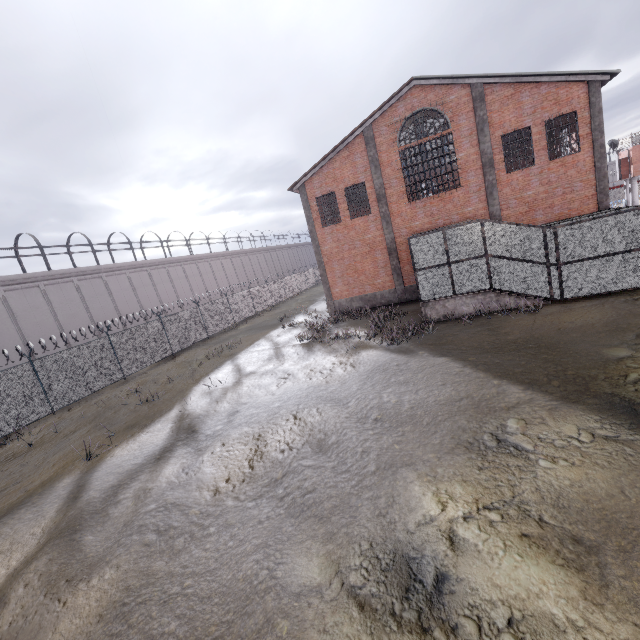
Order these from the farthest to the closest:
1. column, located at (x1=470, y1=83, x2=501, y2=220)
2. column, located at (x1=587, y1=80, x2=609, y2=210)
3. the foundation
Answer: the foundation < column, located at (x1=470, y1=83, x2=501, y2=220) < column, located at (x1=587, y1=80, x2=609, y2=210)

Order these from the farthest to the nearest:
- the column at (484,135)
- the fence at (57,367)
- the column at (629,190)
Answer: the column at (629,190), the column at (484,135), the fence at (57,367)

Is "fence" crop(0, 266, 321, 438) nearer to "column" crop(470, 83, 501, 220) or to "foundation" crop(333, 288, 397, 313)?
"foundation" crop(333, 288, 397, 313)

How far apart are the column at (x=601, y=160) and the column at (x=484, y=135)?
4.27m

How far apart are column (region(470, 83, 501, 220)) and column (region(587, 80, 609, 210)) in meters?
4.3

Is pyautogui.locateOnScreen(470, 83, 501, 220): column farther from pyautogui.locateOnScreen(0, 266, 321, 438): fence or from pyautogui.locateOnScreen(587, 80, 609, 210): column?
pyautogui.locateOnScreen(0, 266, 321, 438): fence

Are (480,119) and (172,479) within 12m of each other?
no

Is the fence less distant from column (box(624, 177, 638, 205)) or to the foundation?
column (box(624, 177, 638, 205))
